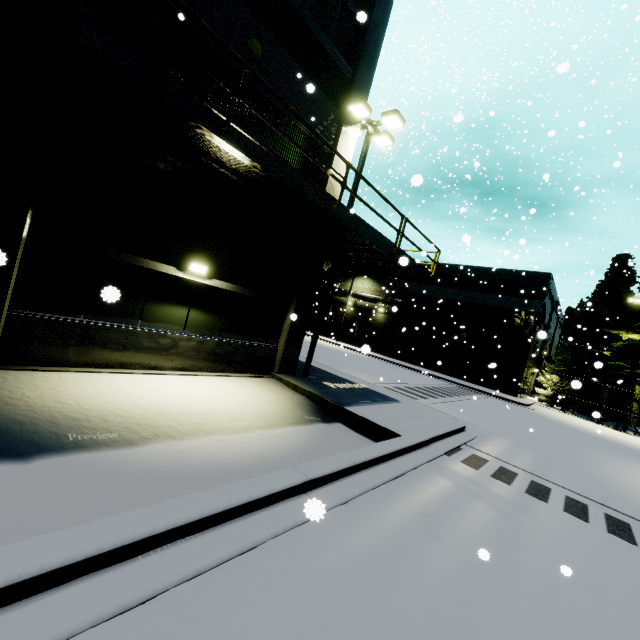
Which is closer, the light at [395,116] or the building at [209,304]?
the building at [209,304]

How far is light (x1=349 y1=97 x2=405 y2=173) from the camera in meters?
11.0 m

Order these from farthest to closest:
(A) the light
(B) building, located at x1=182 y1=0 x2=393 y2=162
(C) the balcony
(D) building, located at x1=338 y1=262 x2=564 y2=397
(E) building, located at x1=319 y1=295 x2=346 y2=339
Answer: (E) building, located at x1=319 y1=295 x2=346 y2=339 < (D) building, located at x1=338 y1=262 x2=564 y2=397 < (A) the light < (B) building, located at x1=182 y1=0 x2=393 y2=162 < (C) the balcony

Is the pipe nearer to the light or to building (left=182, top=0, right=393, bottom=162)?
building (left=182, top=0, right=393, bottom=162)

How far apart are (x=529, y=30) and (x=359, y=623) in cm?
2046

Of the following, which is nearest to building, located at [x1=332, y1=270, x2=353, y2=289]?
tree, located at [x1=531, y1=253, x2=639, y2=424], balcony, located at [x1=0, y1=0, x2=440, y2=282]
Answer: balcony, located at [x1=0, y1=0, x2=440, y2=282]

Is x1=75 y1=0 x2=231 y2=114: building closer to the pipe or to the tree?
the pipe

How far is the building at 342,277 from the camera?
40.34m
